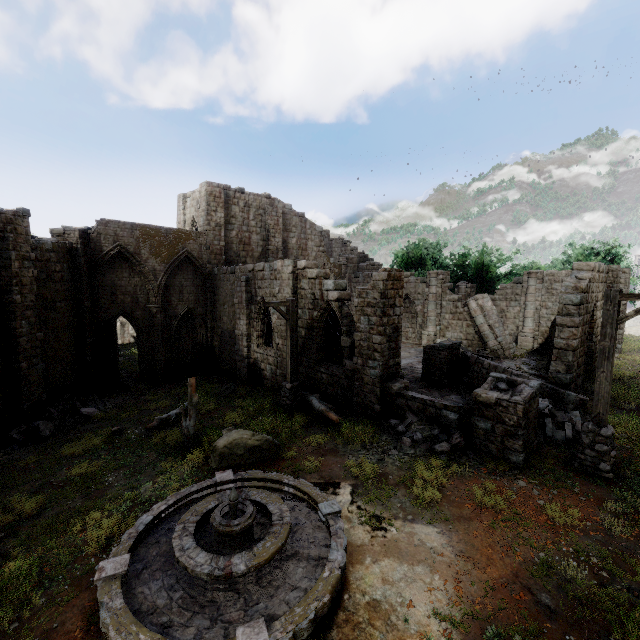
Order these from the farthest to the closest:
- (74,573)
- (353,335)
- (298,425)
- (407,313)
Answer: (407,313), (353,335), (298,425), (74,573)

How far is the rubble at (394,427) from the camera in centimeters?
939cm

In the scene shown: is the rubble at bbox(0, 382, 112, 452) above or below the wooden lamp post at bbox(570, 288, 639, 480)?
below

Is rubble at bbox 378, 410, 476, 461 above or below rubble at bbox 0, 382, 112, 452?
above

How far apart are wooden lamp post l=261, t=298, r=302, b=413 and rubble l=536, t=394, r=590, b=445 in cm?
800

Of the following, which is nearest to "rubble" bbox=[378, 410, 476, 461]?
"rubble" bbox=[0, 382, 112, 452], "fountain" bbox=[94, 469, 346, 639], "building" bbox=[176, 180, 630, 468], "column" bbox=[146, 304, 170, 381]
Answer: "building" bbox=[176, 180, 630, 468]

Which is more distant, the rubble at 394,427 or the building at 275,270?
the building at 275,270

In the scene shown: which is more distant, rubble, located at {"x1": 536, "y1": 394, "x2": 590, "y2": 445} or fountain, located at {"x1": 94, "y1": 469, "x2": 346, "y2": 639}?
rubble, located at {"x1": 536, "y1": 394, "x2": 590, "y2": 445}
